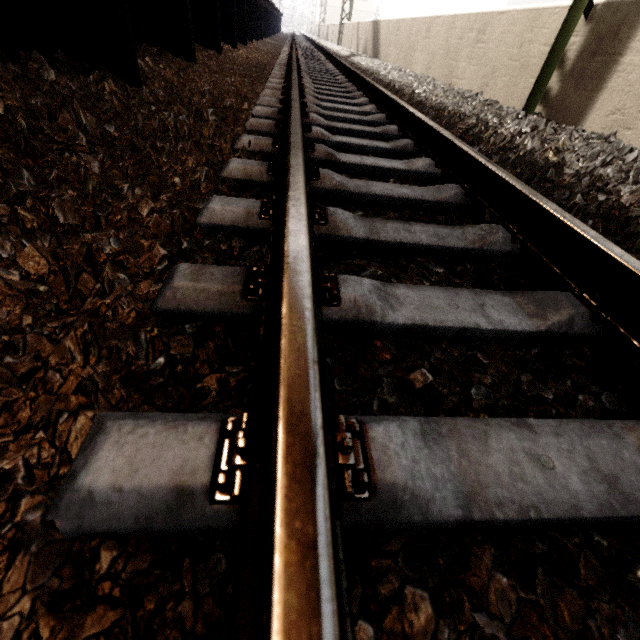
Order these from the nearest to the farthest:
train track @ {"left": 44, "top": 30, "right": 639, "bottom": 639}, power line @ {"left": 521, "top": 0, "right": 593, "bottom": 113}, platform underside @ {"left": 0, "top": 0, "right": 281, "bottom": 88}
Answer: train track @ {"left": 44, "top": 30, "right": 639, "bottom": 639}
platform underside @ {"left": 0, "top": 0, "right": 281, "bottom": 88}
power line @ {"left": 521, "top": 0, "right": 593, "bottom": 113}

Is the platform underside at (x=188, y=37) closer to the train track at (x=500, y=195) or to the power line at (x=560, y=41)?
the train track at (x=500, y=195)

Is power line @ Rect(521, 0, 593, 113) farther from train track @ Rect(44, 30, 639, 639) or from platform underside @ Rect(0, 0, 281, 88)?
platform underside @ Rect(0, 0, 281, 88)

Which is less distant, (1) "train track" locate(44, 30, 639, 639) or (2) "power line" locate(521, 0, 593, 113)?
Result: (1) "train track" locate(44, 30, 639, 639)

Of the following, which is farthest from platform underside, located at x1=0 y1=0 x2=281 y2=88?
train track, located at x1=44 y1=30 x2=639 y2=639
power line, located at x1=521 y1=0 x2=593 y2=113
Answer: power line, located at x1=521 y1=0 x2=593 y2=113

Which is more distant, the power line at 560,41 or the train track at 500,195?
the power line at 560,41

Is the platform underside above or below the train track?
above

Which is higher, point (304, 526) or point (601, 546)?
point (304, 526)
